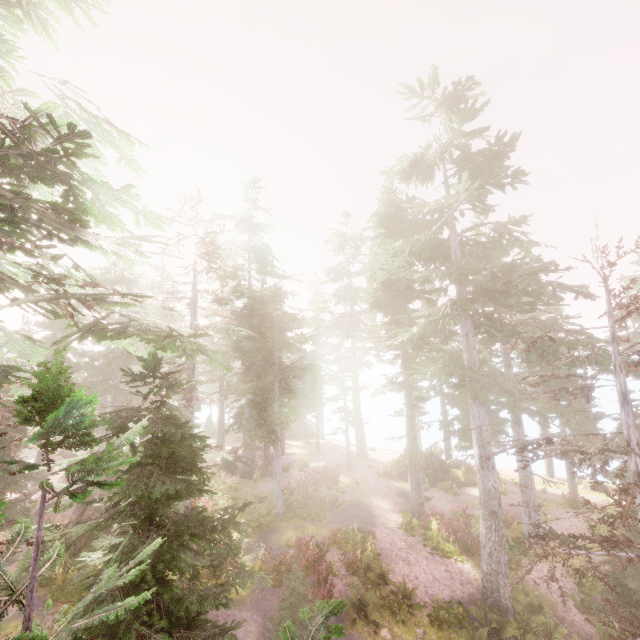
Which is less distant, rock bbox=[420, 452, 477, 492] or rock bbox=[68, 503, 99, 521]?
rock bbox=[68, 503, 99, 521]

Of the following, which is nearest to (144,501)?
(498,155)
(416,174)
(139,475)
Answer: (139,475)

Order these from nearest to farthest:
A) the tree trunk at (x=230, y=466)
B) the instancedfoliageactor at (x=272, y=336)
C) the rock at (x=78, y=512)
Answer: the instancedfoliageactor at (x=272, y=336) → the rock at (x=78, y=512) → the tree trunk at (x=230, y=466)

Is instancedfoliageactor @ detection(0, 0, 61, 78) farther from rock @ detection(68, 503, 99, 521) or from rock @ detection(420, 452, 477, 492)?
rock @ detection(420, 452, 477, 492)

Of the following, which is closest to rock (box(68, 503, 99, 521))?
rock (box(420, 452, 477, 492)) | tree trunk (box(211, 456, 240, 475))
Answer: tree trunk (box(211, 456, 240, 475))

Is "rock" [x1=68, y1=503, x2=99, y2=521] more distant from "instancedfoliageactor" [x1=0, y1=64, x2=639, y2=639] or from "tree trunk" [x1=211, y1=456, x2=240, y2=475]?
"tree trunk" [x1=211, y1=456, x2=240, y2=475]

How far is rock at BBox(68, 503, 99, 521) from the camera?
16.47m

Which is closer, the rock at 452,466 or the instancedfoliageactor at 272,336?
the instancedfoliageactor at 272,336
